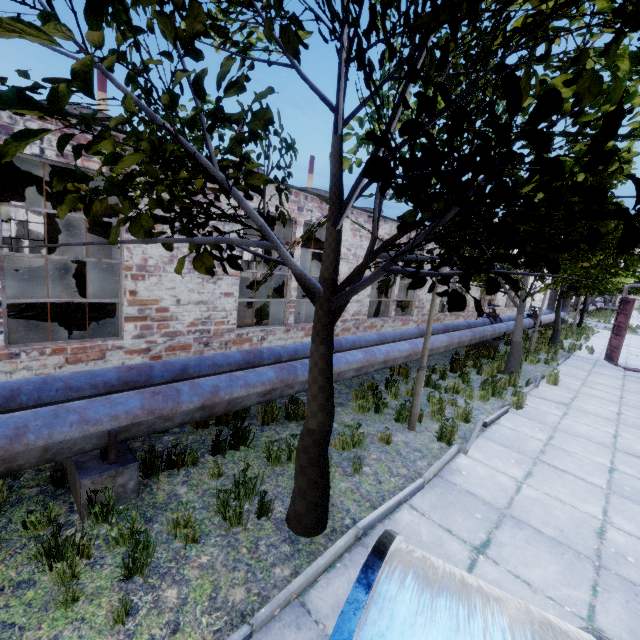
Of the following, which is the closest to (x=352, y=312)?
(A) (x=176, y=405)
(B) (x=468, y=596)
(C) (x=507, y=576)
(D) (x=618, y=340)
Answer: (A) (x=176, y=405)

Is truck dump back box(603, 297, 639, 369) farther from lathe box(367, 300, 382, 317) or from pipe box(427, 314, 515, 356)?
lathe box(367, 300, 382, 317)

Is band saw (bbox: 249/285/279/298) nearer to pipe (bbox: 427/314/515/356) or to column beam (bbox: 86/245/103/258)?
column beam (bbox: 86/245/103/258)

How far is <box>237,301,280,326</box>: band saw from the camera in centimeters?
999cm

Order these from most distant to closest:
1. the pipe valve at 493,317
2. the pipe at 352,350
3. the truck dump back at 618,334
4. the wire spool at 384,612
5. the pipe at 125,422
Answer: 1. the pipe valve at 493,317
2. the truck dump back at 618,334
3. the pipe at 352,350
4. the pipe at 125,422
5. the wire spool at 384,612

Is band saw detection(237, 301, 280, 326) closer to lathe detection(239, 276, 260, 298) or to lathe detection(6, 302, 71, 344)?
lathe detection(6, 302, 71, 344)

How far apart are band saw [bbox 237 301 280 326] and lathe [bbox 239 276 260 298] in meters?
9.5 m

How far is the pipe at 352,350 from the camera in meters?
6.5
